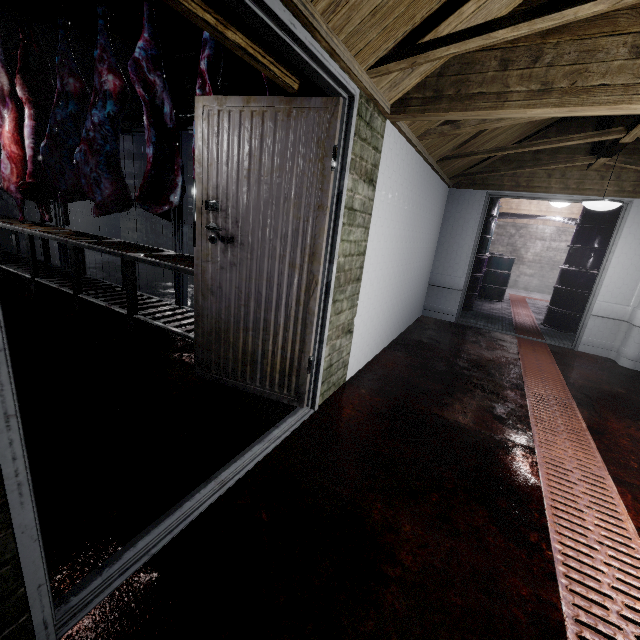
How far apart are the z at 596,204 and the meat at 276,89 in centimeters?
300cm

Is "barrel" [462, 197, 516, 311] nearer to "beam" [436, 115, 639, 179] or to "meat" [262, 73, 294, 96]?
"beam" [436, 115, 639, 179]

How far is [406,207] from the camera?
3.1 meters

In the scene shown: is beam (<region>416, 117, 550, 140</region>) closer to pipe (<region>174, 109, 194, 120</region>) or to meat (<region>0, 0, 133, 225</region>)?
pipe (<region>174, 109, 194, 120</region>)

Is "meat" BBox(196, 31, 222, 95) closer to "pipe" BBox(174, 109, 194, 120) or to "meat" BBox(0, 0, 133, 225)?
"pipe" BBox(174, 109, 194, 120)

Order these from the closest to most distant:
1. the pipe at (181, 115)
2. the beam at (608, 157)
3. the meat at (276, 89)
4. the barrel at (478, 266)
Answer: the meat at (276, 89) < the beam at (608, 157) < the barrel at (478, 266) < the pipe at (181, 115)

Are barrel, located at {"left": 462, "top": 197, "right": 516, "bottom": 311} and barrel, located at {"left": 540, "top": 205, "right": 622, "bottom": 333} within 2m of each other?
yes

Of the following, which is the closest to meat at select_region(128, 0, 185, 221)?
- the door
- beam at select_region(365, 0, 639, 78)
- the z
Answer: the door
